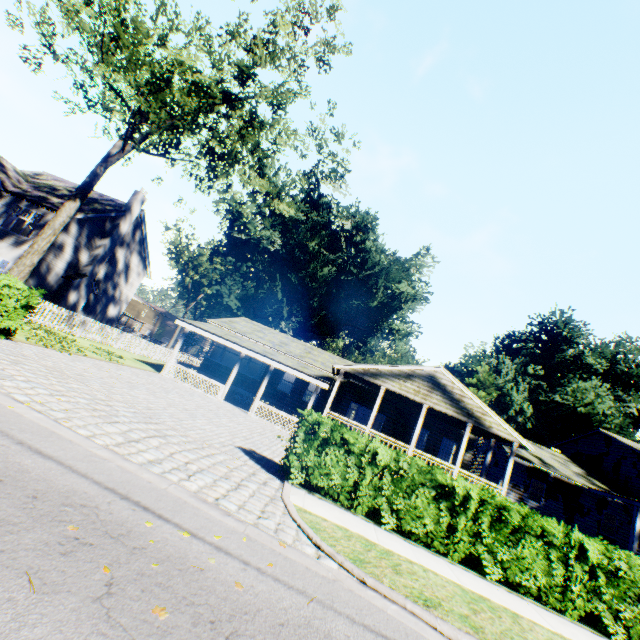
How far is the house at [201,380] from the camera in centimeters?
1903cm

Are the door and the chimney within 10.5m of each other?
no

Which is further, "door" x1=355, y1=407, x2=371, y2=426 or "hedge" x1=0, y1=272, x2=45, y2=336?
"door" x1=355, y1=407, x2=371, y2=426

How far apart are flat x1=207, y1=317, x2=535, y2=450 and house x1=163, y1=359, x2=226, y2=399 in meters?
3.3

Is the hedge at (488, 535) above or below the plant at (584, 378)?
below

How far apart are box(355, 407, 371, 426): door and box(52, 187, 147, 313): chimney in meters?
22.9 m

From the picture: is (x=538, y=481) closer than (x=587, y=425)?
Yes

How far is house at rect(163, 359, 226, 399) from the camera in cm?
1903
